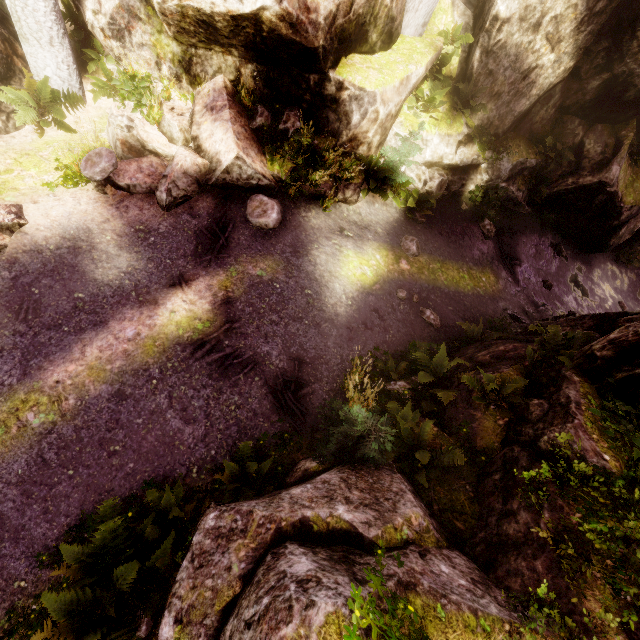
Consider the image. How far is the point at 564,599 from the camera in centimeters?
351cm

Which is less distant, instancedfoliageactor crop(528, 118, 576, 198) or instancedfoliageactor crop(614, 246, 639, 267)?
instancedfoliageactor crop(528, 118, 576, 198)

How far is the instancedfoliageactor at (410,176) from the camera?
8.5m

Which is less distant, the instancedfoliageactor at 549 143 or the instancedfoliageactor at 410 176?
the instancedfoliageactor at 410 176

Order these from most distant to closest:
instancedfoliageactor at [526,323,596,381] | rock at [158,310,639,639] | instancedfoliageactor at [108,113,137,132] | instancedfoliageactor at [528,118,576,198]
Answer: instancedfoliageactor at [528,118,576,198] < instancedfoliageactor at [108,113,137,132] < instancedfoliageactor at [526,323,596,381] < rock at [158,310,639,639]

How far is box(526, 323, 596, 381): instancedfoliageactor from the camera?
6.2 meters
